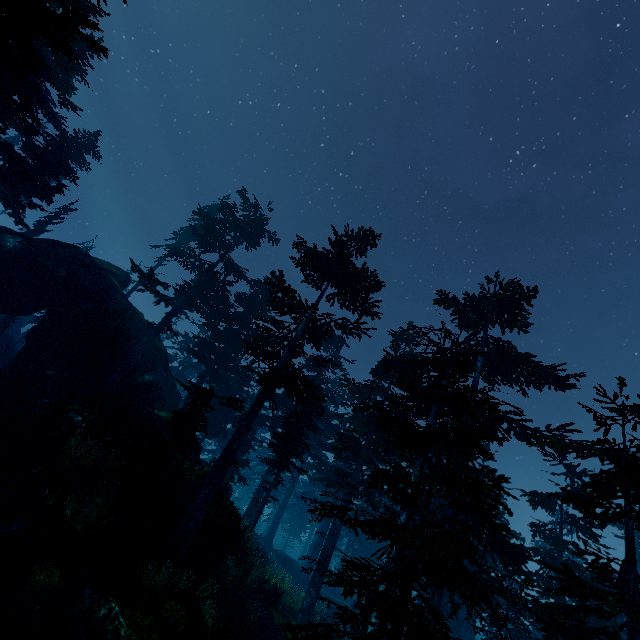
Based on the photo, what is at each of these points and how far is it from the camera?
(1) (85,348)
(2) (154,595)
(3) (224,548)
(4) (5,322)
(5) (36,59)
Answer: (1) instancedfoliageactor, 24.78m
(2) instancedfoliageactor, 10.66m
(3) rock, 15.66m
(4) instancedfoliageactor, 41.72m
(5) instancedfoliageactor, 6.82m

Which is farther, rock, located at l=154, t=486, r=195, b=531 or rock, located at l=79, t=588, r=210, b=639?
rock, located at l=154, t=486, r=195, b=531

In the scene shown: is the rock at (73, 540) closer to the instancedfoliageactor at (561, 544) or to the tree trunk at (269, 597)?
the instancedfoliageactor at (561, 544)

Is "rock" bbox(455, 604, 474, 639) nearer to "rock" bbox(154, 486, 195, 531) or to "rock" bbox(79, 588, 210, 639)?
"rock" bbox(154, 486, 195, 531)

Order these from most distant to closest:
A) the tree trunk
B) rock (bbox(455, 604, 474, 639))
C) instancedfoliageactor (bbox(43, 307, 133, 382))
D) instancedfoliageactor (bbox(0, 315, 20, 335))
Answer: instancedfoliageactor (bbox(0, 315, 20, 335))
rock (bbox(455, 604, 474, 639))
instancedfoliageactor (bbox(43, 307, 133, 382))
the tree trunk

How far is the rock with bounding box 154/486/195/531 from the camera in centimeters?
1464cm

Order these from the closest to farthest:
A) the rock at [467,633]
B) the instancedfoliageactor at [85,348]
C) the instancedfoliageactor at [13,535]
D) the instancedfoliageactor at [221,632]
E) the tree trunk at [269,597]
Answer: the instancedfoliageactor at [221,632] → the instancedfoliageactor at [13,535] → the tree trunk at [269,597] → the instancedfoliageactor at [85,348] → the rock at [467,633]

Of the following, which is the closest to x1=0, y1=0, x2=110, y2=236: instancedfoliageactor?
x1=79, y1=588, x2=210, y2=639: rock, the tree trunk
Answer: x1=79, y1=588, x2=210, y2=639: rock
